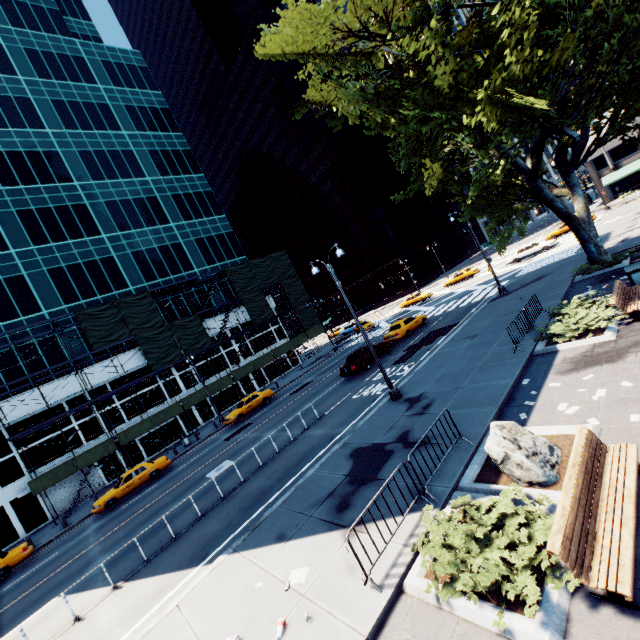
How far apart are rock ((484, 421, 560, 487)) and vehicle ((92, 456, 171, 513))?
23.95m

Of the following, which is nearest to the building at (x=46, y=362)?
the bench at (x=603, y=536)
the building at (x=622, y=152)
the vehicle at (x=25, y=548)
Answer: the vehicle at (x=25, y=548)

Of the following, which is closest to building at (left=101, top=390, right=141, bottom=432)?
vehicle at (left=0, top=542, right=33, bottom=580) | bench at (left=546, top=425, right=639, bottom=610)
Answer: vehicle at (left=0, top=542, right=33, bottom=580)

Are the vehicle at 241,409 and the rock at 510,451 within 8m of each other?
no

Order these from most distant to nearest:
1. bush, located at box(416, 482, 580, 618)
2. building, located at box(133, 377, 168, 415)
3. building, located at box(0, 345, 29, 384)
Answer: building, located at box(133, 377, 168, 415), building, located at box(0, 345, 29, 384), bush, located at box(416, 482, 580, 618)

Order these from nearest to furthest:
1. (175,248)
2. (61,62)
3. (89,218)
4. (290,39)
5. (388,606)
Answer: (388,606) → (290,39) → (89,218) → (61,62) → (175,248)

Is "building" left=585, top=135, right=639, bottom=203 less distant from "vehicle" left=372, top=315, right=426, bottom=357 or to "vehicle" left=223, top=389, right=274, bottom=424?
"vehicle" left=372, top=315, right=426, bottom=357

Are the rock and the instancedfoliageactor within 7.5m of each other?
yes
